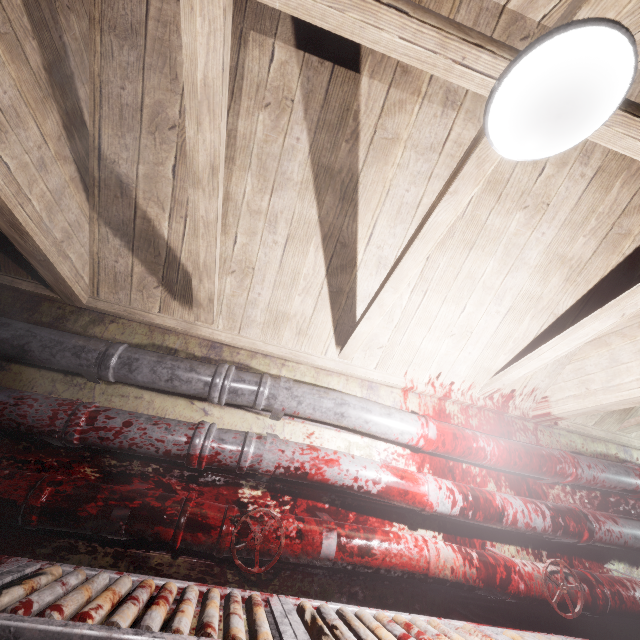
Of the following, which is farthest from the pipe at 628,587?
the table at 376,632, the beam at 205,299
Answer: the beam at 205,299

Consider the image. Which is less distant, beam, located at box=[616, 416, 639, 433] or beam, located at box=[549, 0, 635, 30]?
beam, located at box=[549, 0, 635, 30]

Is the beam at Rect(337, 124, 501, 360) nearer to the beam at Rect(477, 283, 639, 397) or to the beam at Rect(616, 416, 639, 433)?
the beam at Rect(477, 283, 639, 397)

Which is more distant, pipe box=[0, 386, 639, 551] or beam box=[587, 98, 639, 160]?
pipe box=[0, 386, 639, 551]

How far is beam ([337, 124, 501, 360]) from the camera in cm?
107

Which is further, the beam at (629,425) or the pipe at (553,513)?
the beam at (629,425)

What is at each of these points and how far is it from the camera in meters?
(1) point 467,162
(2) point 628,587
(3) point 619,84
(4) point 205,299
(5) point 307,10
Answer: (1) beam, 1.1
(2) pipe, 1.8
(3) light, 0.8
(4) beam, 1.8
(5) beam, 0.8
